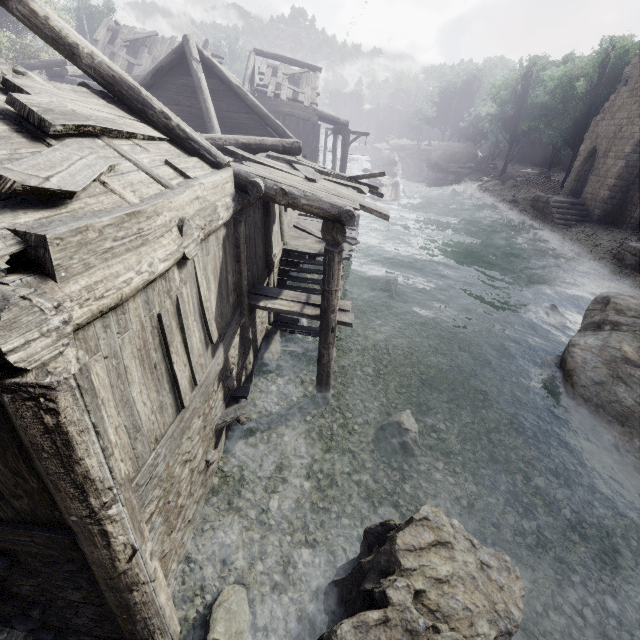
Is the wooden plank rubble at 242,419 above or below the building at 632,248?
below

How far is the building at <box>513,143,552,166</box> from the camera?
53.5m

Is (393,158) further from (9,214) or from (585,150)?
(9,214)

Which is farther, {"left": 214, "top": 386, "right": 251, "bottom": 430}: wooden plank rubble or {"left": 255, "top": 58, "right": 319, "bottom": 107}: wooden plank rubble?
{"left": 255, "top": 58, "right": 319, "bottom": 107}: wooden plank rubble

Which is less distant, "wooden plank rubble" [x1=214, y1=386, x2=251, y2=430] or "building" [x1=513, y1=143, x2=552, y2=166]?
"wooden plank rubble" [x1=214, y1=386, x2=251, y2=430]

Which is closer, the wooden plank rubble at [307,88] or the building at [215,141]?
the building at [215,141]

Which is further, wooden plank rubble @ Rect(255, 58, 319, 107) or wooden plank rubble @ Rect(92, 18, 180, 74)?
wooden plank rubble @ Rect(255, 58, 319, 107)

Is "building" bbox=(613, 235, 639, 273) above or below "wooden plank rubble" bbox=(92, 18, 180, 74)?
below
